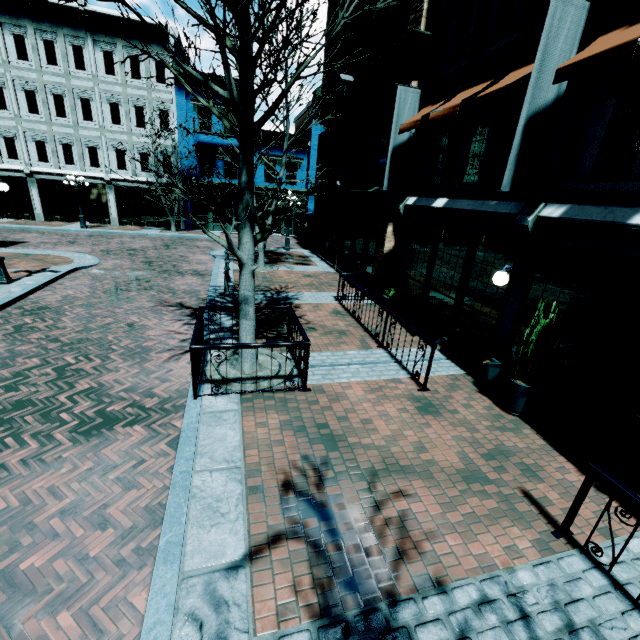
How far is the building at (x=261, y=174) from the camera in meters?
26.4

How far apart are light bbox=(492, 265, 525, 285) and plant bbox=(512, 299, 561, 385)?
1.31m

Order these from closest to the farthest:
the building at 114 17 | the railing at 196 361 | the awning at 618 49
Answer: the awning at 618 49, the railing at 196 361, the building at 114 17

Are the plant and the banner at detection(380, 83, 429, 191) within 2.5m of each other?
no

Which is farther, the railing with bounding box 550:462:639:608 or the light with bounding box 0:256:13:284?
the light with bounding box 0:256:13:284

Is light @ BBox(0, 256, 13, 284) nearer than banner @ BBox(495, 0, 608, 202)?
No

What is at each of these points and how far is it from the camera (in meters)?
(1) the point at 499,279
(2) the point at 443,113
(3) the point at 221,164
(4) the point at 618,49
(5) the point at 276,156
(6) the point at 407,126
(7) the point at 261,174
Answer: (1) light, 6.50
(2) awning, 7.51
(3) building, 25.59
(4) awning, 4.20
(5) building, 26.22
(6) awning, 9.09
(7) building, 26.59

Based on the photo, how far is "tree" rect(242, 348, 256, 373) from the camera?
6.46m
